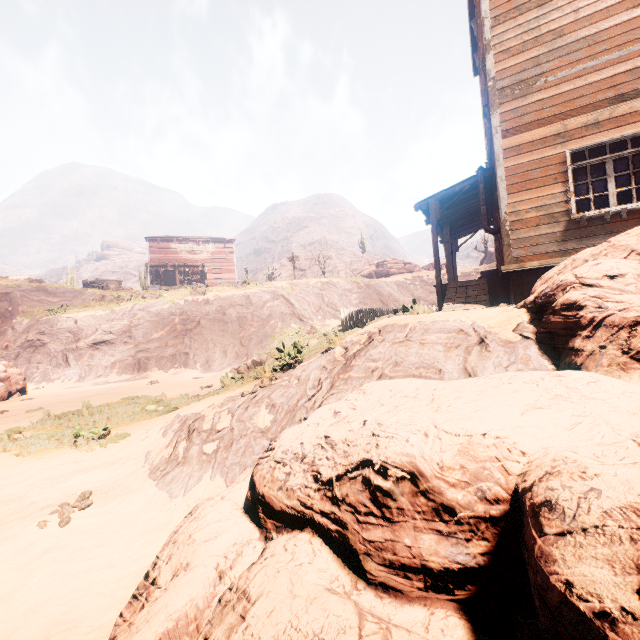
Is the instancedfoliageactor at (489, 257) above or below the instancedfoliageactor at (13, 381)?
above

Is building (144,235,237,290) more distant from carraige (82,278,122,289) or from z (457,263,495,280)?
carraige (82,278,122,289)

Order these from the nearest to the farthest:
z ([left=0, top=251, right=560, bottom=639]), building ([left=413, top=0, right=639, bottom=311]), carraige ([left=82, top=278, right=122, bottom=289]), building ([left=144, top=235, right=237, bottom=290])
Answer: z ([left=0, top=251, right=560, bottom=639])
building ([left=413, top=0, right=639, bottom=311])
carraige ([left=82, top=278, right=122, bottom=289])
building ([left=144, top=235, right=237, bottom=290])

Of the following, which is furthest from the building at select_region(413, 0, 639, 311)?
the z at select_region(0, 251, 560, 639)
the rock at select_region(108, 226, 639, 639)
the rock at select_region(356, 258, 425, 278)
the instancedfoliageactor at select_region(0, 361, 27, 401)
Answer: the rock at select_region(356, 258, 425, 278)

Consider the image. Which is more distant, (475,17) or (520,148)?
(475,17)

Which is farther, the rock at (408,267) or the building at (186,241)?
the rock at (408,267)

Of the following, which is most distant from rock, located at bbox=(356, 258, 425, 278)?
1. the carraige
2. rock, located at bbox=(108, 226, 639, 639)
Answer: rock, located at bbox=(108, 226, 639, 639)

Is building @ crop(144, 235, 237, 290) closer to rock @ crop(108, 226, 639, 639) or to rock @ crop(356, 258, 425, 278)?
rock @ crop(108, 226, 639, 639)
